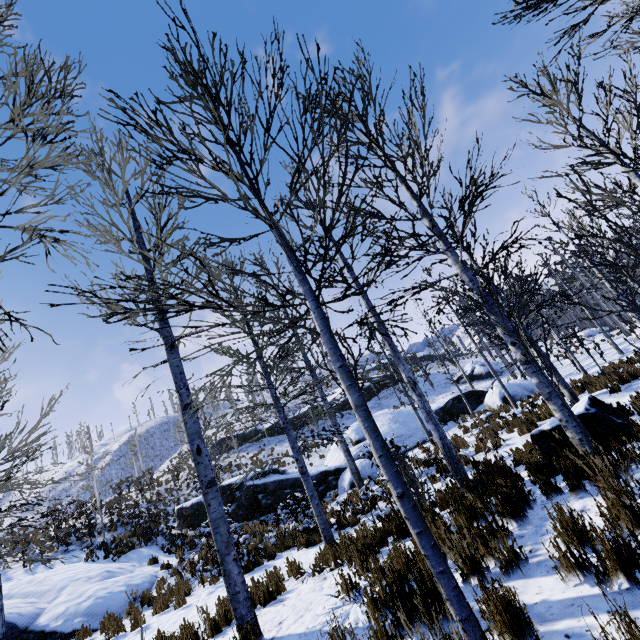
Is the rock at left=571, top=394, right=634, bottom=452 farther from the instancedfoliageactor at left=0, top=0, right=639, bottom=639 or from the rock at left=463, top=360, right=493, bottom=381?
the rock at left=463, top=360, right=493, bottom=381

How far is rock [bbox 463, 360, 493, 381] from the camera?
31.34m

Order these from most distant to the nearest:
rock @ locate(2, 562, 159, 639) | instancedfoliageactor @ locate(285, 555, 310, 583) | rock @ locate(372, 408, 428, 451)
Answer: rock @ locate(372, 408, 428, 451), rock @ locate(2, 562, 159, 639), instancedfoliageactor @ locate(285, 555, 310, 583)

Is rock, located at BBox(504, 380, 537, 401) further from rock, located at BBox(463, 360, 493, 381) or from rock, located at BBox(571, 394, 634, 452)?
rock, located at BBox(571, 394, 634, 452)

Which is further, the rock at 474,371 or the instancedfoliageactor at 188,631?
the rock at 474,371

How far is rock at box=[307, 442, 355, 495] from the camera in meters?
15.4

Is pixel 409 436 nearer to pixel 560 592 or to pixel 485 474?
pixel 485 474

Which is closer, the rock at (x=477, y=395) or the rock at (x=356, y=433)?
the rock at (x=356, y=433)
